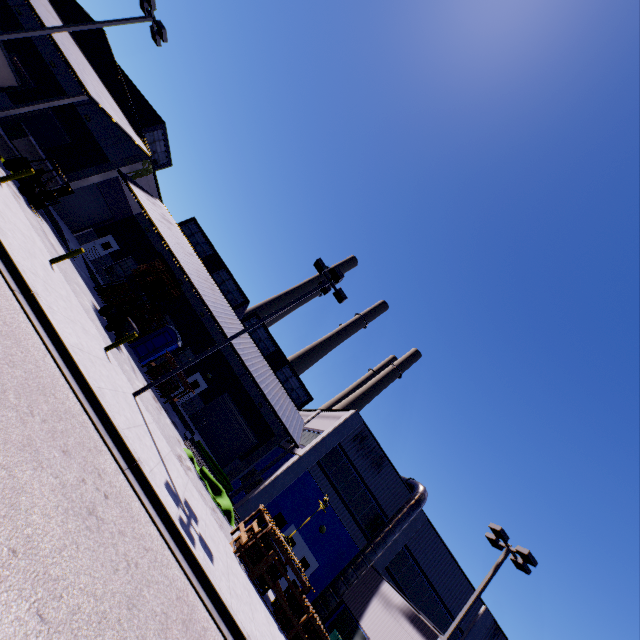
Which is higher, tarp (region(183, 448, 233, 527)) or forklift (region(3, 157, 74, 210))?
forklift (region(3, 157, 74, 210))

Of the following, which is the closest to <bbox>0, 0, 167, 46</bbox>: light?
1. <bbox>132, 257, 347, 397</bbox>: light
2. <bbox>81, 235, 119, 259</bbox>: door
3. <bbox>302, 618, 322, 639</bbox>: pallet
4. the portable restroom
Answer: Answer: the portable restroom

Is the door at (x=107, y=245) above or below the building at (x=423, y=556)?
below

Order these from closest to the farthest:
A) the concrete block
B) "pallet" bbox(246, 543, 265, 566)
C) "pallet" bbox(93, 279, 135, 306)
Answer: "pallet" bbox(246, 543, 265, 566)
the concrete block
"pallet" bbox(93, 279, 135, 306)

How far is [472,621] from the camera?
21.7 meters

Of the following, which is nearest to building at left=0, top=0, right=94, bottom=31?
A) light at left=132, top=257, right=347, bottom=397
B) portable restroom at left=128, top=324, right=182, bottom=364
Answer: portable restroom at left=128, top=324, right=182, bottom=364

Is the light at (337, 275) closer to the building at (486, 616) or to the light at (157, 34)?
the building at (486, 616)

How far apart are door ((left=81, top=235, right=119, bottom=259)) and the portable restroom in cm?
1031
